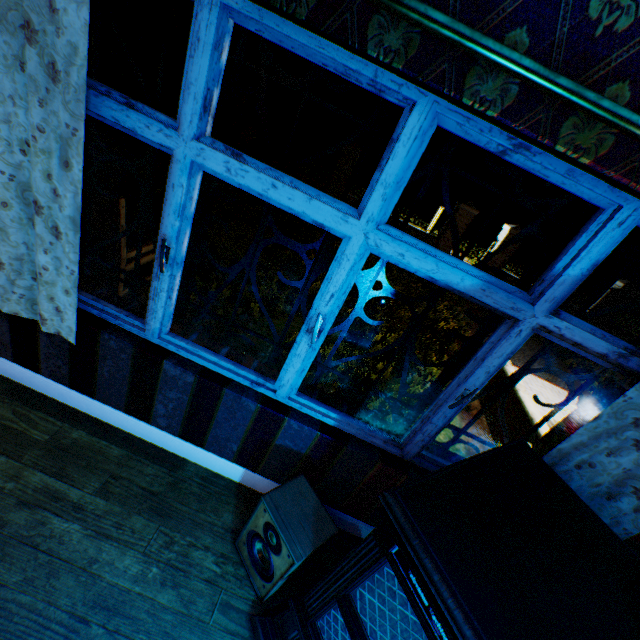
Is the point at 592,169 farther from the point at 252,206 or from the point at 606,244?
the point at 252,206

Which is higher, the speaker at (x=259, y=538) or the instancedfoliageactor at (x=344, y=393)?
the speaker at (x=259, y=538)

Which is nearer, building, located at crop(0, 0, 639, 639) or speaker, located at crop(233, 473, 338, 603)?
building, located at crop(0, 0, 639, 639)

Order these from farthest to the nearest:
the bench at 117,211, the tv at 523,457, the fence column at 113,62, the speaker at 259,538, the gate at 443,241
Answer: the gate at 443,241 < the fence column at 113,62 < the bench at 117,211 < the speaker at 259,538 < the tv at 523,457

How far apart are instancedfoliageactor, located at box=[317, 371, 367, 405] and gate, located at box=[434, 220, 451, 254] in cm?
1242

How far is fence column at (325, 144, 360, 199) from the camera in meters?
13.6

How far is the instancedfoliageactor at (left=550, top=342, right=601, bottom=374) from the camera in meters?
9.0 m

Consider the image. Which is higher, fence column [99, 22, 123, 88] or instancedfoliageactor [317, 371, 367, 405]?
fence column [99, 22, 123, 88]
